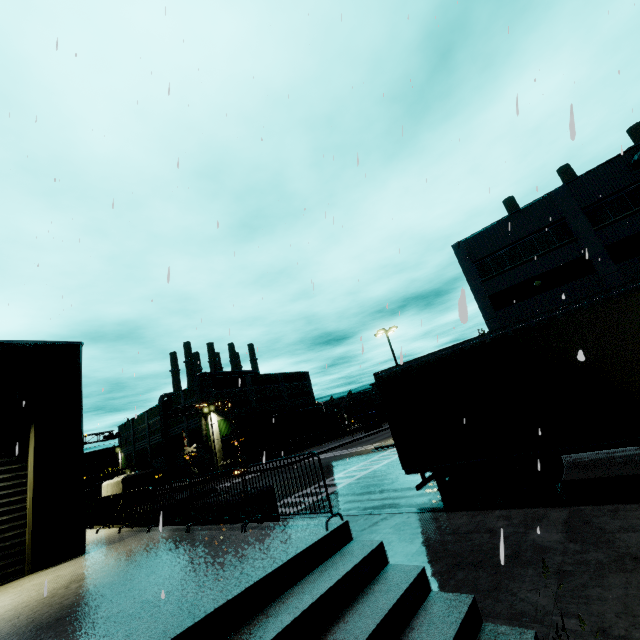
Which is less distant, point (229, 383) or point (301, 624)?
point (301, 624)

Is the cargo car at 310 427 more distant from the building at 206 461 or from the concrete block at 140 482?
the concrete block at 140 482

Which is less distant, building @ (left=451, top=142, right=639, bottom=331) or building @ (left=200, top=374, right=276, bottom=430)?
building @ (left=451, top=142, right=639, bottom=331)

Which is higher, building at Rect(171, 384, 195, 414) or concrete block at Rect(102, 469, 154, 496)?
building at Rect(171, 384, 195, 414)

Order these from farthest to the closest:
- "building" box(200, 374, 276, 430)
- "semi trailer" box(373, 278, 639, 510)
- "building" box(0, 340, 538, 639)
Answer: "building" box(200, 374, 276, 430)
"semi trailer" box(373, 278, 639, 510)
"building" box(0, 340, 538, 639)

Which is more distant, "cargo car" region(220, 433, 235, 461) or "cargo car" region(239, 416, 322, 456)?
"cargo car" region(239, 416, 322, 456)

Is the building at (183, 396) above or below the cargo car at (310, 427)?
above

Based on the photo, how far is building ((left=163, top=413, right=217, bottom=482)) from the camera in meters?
50.7
